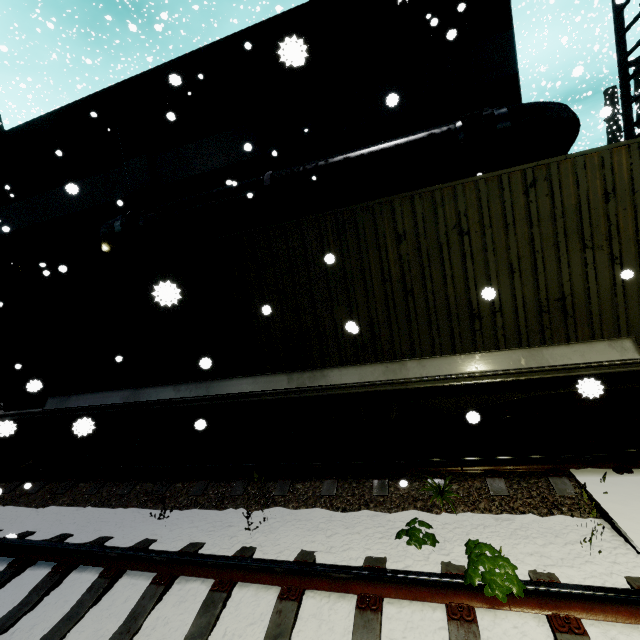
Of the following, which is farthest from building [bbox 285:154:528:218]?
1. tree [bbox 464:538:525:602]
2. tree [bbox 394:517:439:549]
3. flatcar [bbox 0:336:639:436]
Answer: tree [bbox 394:517:439:549]

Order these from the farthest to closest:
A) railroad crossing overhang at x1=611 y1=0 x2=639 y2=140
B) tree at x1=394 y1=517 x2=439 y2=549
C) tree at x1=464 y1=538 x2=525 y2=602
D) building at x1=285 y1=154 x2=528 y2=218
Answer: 1. building at x1=285 y1=154 x2=528 y2=218
2. railroad crossing overhang at x1=611 y1=0 x2=639 y2=140
3. tree at x1=394 y1=517 x2=439 y2=549
4. tree at x1=464 y1=538 x2=525 y2=602

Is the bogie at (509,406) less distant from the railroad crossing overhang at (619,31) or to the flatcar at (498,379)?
the flatcar at (498,379)

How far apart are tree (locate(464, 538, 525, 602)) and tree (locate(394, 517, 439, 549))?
0.6 meters

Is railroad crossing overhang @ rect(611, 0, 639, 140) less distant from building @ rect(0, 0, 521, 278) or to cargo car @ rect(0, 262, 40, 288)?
building @ rect(0, 0, 521, 278)

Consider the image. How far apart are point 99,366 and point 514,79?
11.5 meters

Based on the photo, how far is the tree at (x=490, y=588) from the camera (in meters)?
2.53

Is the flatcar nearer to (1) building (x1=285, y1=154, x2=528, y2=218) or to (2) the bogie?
(2) the bogie
